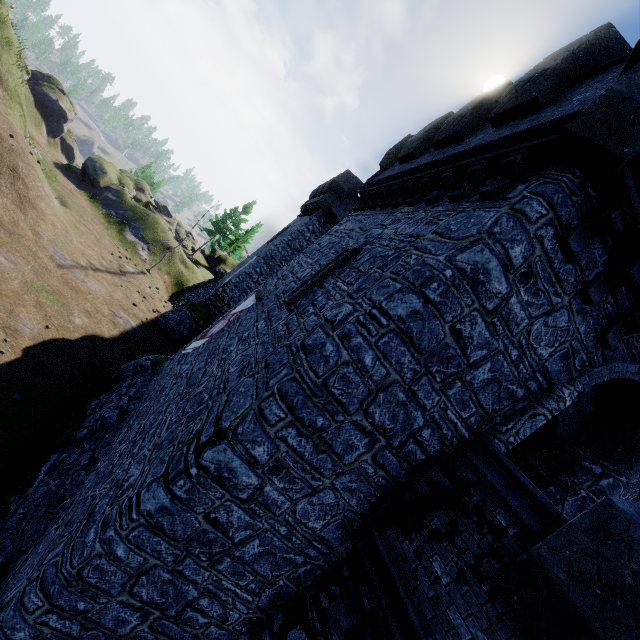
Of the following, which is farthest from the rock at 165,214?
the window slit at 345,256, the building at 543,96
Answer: the window slit at 345,256

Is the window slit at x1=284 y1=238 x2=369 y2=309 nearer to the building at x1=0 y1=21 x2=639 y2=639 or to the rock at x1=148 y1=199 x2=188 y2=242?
the building at x1=0 y1=21 x2=639 y2=639

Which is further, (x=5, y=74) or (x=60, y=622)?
(x=5, y=74)

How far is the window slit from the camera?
8.2m

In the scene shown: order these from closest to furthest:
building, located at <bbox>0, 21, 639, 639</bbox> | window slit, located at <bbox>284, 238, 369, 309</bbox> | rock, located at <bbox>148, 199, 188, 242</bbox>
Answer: building, located at <bbox>0, 21, 639, 639</bbox>
window slit, located at <bbox>284, 238, 369, 309</bbox>
rock, located at <bbox>148, 199, 188, 242</bbox>

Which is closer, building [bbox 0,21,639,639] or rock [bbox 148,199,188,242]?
building [bbox 0,21,639,639]

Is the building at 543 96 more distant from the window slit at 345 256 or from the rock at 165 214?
the rock at 165 214
